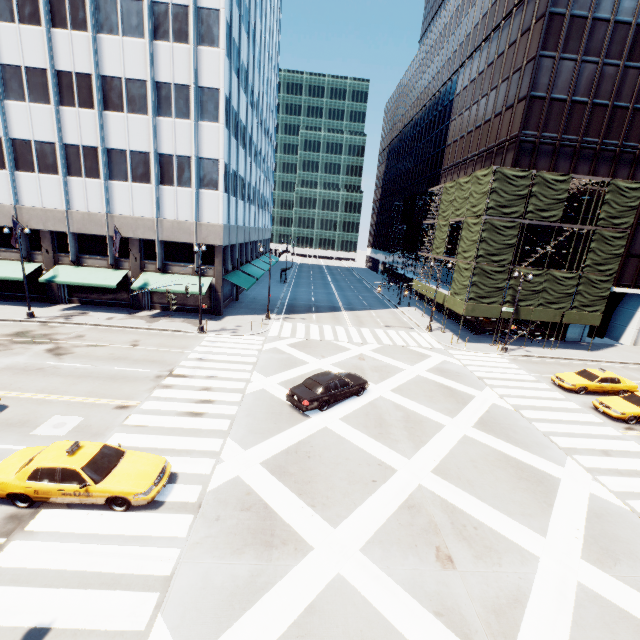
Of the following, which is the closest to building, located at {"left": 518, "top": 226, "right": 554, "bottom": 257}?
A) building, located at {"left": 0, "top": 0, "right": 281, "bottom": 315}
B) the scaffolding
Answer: the scaffolding

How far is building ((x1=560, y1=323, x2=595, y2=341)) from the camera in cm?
3481

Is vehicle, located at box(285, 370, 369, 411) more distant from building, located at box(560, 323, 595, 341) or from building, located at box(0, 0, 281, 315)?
building, located at box(560, 323, 595, 341)

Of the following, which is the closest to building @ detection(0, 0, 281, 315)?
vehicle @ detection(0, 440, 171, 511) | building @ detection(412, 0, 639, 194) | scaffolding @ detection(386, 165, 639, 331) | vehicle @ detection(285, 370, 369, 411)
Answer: vehicle @ detection(285, 370, 369, 411)

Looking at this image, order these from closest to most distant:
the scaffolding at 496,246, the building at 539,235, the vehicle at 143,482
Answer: the vehicle at 143,482
the scaffolding at 496,246
the building at 539,235

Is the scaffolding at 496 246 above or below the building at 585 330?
above

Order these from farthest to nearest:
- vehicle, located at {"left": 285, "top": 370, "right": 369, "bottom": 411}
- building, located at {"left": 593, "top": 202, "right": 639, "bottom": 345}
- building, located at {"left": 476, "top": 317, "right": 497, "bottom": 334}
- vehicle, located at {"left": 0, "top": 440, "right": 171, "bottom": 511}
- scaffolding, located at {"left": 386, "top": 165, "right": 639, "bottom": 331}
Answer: building, located at {"left": 476, "top": 317, "right": 497, "bottom": 334} < building, located at {"left": 593, "top": 202, "right": 639, "bottom": 345} < scaffolding, located at {"left": 386, "top": 165, "right": 639, "bottom": 331} < vehicle, located at {"left": 285, "top": 370, "right": 369, "bottom": 411} < vehicle, located at {"left": 0, "top": 440, "right": 171, "bottom": 511}

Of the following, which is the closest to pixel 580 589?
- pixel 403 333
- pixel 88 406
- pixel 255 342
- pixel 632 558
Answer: pixel 632 558
